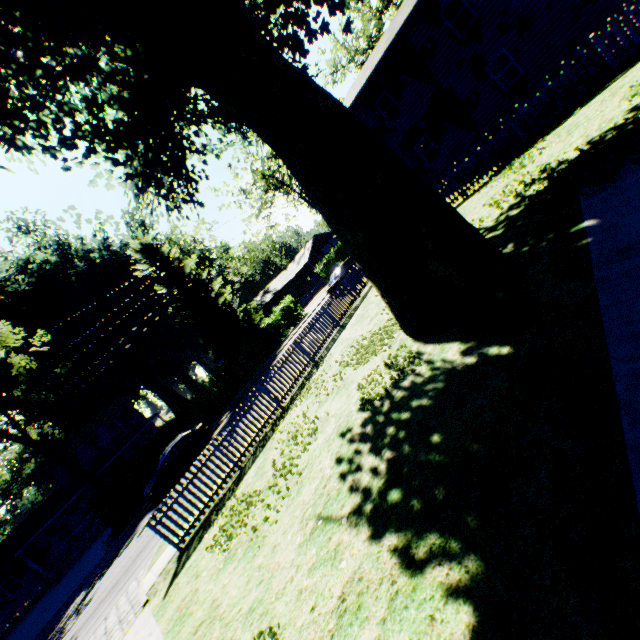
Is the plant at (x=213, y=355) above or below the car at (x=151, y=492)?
above

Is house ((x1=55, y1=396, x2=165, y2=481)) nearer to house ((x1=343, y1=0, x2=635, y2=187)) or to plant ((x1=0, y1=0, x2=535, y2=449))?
plant ((x1=0, y1=0, x2=535, y2=449))

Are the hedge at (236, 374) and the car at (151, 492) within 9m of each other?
yes

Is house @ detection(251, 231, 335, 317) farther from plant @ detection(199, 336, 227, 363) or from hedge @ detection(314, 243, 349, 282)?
plant @ detection(199, 336, 227, 363)

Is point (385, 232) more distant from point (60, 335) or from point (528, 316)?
point (60, 335)

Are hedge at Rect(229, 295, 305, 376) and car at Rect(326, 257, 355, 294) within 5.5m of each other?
no

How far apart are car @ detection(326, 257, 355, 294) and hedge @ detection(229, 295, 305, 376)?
11.09m

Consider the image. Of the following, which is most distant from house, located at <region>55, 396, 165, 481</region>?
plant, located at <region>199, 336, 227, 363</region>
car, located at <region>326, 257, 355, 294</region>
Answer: car, located at <region>326, 257, 355, 294</region>
